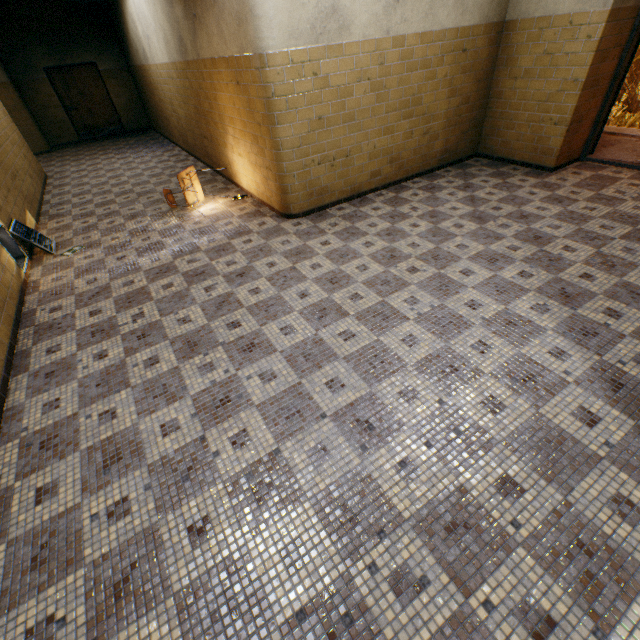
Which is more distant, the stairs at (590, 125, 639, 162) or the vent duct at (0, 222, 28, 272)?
the stairs at (590, 125, 639, 162)

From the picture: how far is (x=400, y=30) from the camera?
4.3 meters

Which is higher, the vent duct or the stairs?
the vent duct

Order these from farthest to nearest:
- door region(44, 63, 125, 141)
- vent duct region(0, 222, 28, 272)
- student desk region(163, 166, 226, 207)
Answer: door region(44, 63, 125, 141)
student desk region(163, 166, 226, 207)
vent duct region(0, 222, 28, 272)

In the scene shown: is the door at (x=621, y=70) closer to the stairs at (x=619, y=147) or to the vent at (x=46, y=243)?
the stairs at (x=619, y=147)

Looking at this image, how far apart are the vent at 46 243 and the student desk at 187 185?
1.9 meters

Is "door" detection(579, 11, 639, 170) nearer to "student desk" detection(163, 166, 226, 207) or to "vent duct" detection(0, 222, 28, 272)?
"student desk" detection(163, 166, 226, 207)

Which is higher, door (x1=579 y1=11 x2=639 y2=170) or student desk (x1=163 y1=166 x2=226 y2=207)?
door (x1=579 y1=11 x2=639 y2=170)
